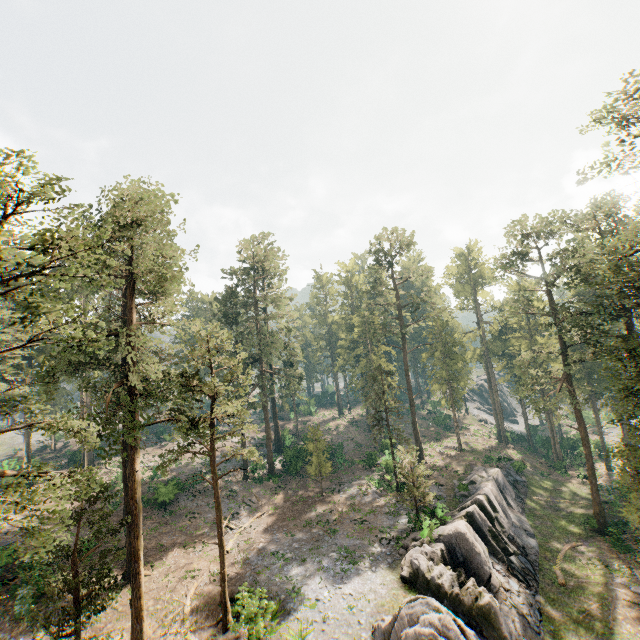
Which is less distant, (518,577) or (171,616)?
(171,616)

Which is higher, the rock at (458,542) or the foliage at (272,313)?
the foliage at (272,313)

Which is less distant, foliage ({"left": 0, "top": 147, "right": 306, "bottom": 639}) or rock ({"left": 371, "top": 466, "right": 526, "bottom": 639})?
foliage ({"left": 0, "top": 147, "right": 306, "bottom": 639})

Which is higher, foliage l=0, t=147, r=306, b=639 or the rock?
foliage l=0, t=147, r=306, b=639

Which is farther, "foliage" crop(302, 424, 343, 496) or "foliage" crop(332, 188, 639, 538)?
"foliage" crop(302, 424, 343, 496)

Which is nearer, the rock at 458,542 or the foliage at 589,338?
the rock at 458,542

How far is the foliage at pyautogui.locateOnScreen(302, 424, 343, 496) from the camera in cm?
3609
